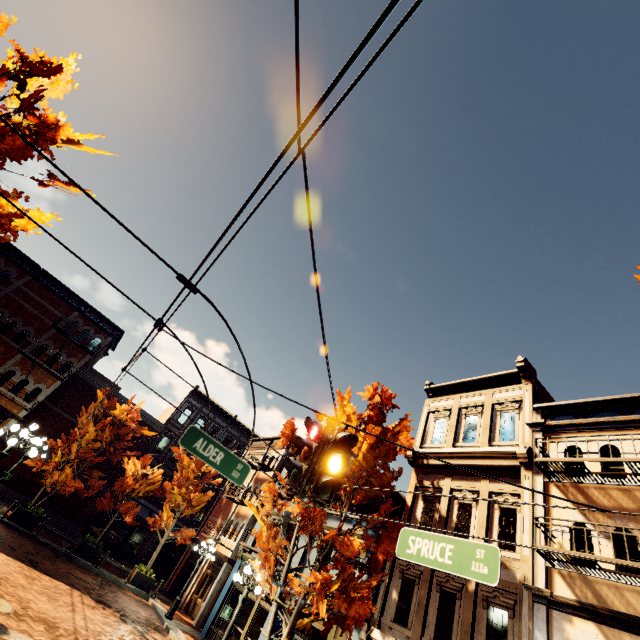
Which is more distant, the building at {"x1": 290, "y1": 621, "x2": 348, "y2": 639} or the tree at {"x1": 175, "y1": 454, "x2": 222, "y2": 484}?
the tree at {"x1": 175, "y1": 454, "x2": 222, "y2": 484}

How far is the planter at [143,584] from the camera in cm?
1838

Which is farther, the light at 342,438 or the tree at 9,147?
the tree at 9,147

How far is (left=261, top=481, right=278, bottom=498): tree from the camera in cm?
1198

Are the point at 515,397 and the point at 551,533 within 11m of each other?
yes

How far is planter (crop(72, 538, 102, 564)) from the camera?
17.4 meters

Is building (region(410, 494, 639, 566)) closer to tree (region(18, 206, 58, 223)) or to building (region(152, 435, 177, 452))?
tree (region(18, 206, 58, 223))

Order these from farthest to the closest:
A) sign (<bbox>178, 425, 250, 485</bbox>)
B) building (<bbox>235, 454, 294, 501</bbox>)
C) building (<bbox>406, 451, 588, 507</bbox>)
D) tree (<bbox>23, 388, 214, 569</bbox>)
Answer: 1. building (<bbox>235, 454, 294, 501</bbox>)
2. tree (<bbox>23, 388, 214, 569</bbox>)
3. building (<bbox>406, 451, 588, 507</bbox>)
4. sign (<bbox>178, 425, 250, 485</bbox>)
